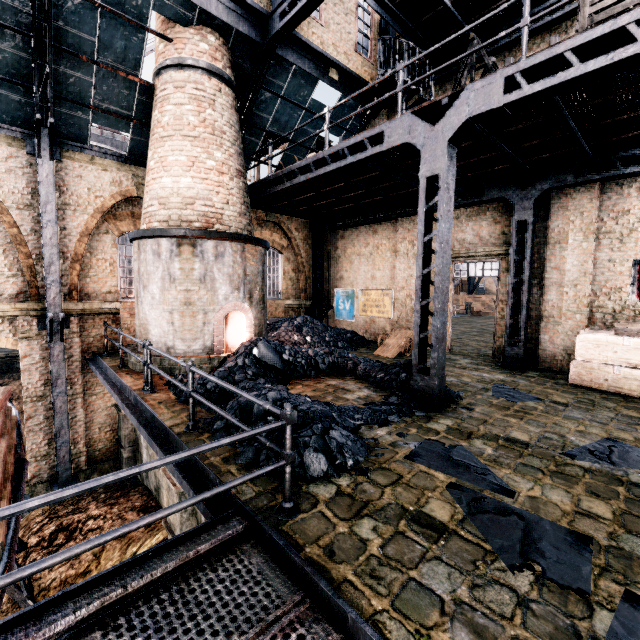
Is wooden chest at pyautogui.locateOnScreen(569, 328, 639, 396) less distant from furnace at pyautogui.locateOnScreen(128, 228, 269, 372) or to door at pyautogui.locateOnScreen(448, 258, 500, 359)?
door at pyautogui.locateOnScreen(448, 258, 500, 359)

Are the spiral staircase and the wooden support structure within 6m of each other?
no

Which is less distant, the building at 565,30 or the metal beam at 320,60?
the building at 565,30

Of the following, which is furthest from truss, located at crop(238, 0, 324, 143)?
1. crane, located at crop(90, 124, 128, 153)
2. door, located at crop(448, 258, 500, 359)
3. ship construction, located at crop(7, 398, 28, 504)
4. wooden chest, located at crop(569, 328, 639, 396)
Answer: crane, located at crop(90, 124, 128, 153)

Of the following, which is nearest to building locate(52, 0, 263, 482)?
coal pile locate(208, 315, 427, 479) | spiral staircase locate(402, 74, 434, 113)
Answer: coal pile locate(208, 315, 427, 479)

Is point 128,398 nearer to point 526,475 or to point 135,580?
point 135,580

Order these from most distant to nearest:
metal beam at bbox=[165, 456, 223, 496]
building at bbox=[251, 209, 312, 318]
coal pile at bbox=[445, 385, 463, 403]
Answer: building at bbox=[251, 209, 312, 318], coal pile at bbox=[445, 385, 463, 403], metal beam at bbox=[165, 456, 223, 496]

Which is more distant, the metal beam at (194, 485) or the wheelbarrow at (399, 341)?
the wheelbarrow at (399, 341)
